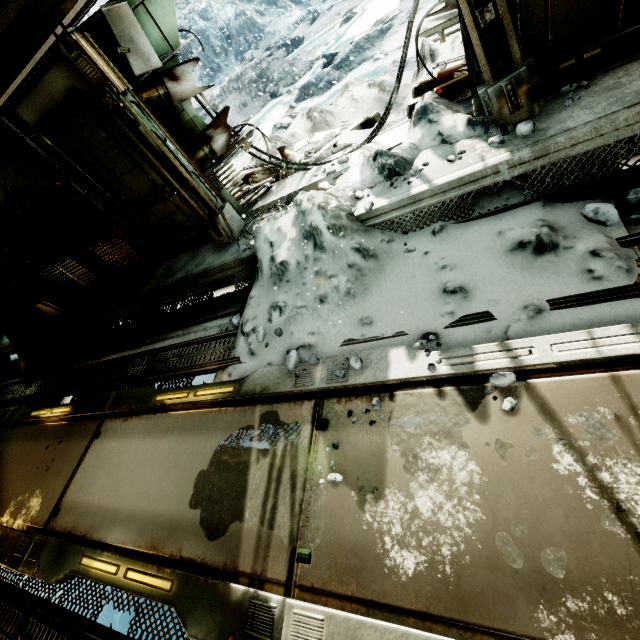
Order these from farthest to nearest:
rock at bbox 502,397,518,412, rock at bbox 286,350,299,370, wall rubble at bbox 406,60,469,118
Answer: wall rubble at bbox 406,60,469,118, rock at bbox 286,350,299,370, rock at bbox 502,397,518,412

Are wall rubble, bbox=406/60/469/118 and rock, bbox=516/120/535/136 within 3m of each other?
yes

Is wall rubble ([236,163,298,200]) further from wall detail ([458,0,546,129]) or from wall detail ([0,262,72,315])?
wall detail ([0,262,72,315])

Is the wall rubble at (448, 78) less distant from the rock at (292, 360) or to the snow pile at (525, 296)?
the snow pile at (525, 296)

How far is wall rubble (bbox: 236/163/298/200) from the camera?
5.4 meters

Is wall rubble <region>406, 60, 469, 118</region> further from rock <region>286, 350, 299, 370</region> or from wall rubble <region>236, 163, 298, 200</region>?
rock <region>286, 350, 299, 370</region>

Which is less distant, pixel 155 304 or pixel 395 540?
pixel 395 540

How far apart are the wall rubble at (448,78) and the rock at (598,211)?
2.1m
